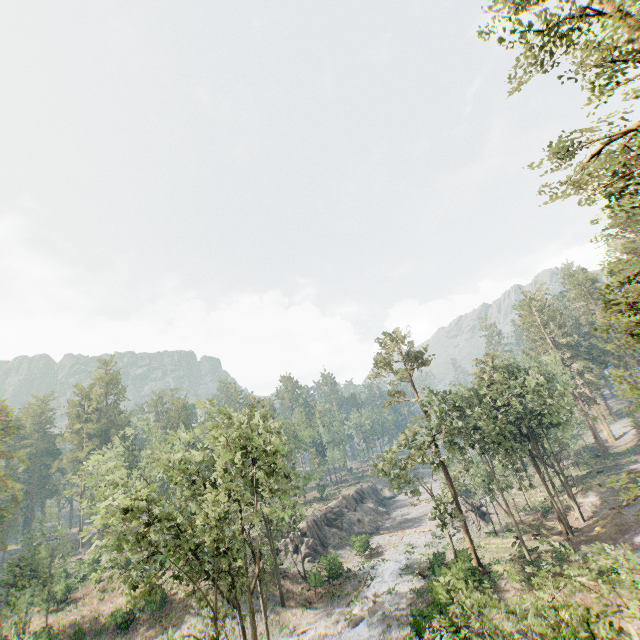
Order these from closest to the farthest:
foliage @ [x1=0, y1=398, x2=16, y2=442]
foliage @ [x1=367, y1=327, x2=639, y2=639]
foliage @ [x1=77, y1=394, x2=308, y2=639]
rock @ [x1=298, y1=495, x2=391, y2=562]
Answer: foliage @ [x1=367, y1=327, x2=639, y2=639]
foliage @ [x1=77, y1=394, x2=308, y2=639]
foliage @ [x1=0, y1=398, x2=16, y2=442]
rock @ [x1=298, y1=495, x2=391, y2=562]

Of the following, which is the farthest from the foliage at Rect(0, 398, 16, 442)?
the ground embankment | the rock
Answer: the rock

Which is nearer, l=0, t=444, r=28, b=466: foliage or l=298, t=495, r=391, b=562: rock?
l=0, t=444, r=28, b=466: foliage

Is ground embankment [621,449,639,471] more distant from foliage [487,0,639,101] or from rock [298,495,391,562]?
rock [298,495,391,562]

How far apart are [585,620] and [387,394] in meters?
29.4

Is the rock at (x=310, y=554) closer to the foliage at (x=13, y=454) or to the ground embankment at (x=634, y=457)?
the foliage at (x=13, y=454)

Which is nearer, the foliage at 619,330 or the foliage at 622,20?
the foliage at 622,20
